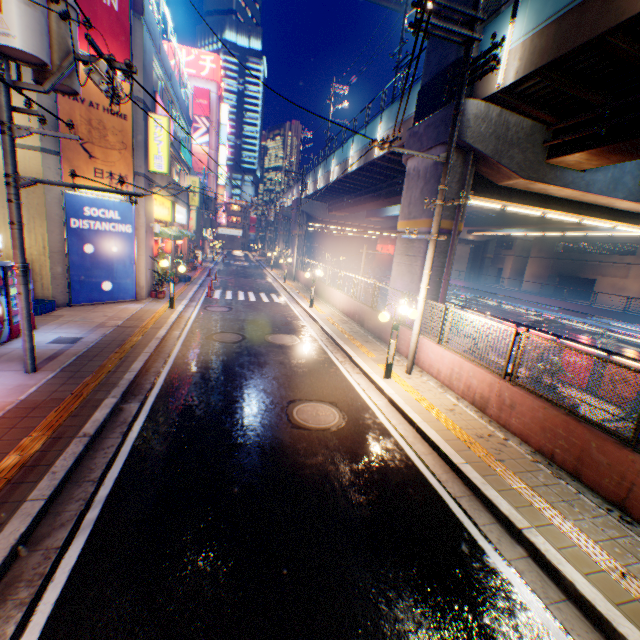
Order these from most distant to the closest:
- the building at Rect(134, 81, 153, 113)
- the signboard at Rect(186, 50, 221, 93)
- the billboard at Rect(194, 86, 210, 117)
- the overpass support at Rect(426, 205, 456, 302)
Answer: the billboard at Rect(194, 86, 210, 117)
the signboard at Rect(186, 50, 221, 93)
the building at Rect(134, 81, 153, 113)
the overpass support at Rect(426, 205, 456, 302)

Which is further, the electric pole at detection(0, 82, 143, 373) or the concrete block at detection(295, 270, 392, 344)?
the concrete block at detection(295, 270, 392, 344)

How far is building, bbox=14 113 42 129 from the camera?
10.98m

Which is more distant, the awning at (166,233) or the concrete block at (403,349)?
the awning at (166,233)

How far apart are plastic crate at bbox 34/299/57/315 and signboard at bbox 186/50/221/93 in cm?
5892

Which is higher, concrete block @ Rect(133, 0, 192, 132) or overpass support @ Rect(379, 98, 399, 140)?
concrete block @ Rect(133, 0, 192, 132)

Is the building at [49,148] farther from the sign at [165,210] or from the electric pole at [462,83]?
the electric pole at [462,83]

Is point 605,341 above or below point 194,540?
below
